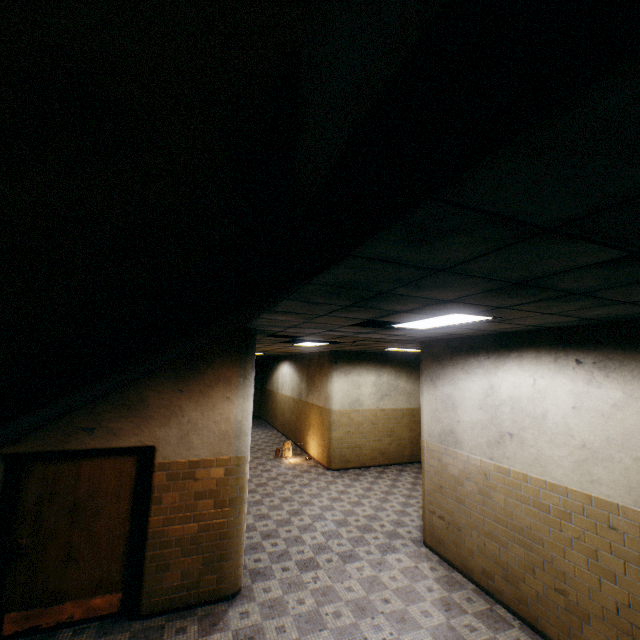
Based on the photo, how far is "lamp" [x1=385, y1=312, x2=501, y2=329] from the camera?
3.6m

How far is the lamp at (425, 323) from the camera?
3.6 meters

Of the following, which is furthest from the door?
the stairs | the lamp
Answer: the lamp

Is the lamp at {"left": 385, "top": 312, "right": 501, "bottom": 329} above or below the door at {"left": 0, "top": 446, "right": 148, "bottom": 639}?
above

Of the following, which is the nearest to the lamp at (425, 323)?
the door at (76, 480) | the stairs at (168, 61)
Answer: the stairs at (168, 61)

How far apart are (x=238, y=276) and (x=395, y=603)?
5.6 meters
